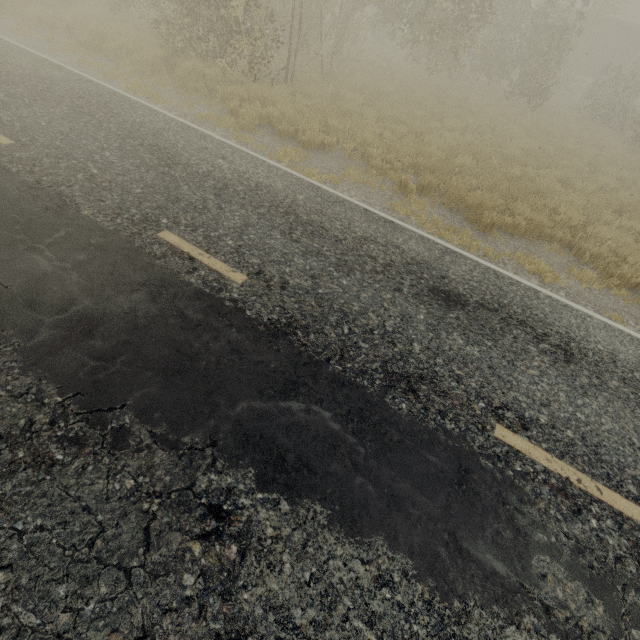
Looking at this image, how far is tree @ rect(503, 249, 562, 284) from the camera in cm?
633

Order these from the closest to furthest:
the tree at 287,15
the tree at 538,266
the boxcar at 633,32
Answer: the tree at 538,266
the tree at 287,15
the boxcar at 633,32

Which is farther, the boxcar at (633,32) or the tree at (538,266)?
the boxcar at (633,32)

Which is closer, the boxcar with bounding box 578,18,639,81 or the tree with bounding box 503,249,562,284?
the tree with bounding box 503,249,562,284

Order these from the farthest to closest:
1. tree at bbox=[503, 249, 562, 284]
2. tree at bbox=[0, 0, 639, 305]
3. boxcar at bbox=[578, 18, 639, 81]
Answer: boxcar at bbox=[578, 18, 639, 81]
tree at bbox=[0, 0, 639, 305]
tree at bbox=[503, 249, 562, 284]

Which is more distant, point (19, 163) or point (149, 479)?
point (19, 163)

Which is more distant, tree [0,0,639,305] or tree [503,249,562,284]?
tree [0,0,639,305]
